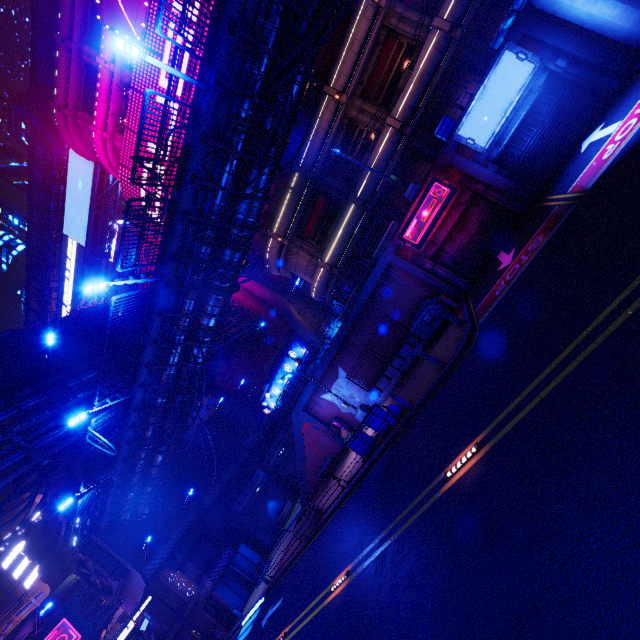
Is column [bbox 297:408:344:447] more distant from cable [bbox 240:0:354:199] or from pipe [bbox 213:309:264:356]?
cable [bbox 240:0:354:199]

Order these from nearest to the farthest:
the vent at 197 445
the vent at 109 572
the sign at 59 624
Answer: the vent at 109 572
the sign at 59 624
the vent at 197 445

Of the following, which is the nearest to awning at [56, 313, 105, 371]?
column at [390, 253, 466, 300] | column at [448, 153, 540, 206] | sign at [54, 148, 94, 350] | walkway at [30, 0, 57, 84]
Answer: walkway at [30, 0, 57, 84]

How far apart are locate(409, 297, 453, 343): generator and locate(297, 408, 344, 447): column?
9.4 meters

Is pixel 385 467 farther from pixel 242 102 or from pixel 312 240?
pixel 312 240

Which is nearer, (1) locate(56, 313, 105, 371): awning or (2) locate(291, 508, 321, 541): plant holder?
(2) locate(291, 508, 321, 541): plant holder

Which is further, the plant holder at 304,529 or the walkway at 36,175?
the walkway at 36,175

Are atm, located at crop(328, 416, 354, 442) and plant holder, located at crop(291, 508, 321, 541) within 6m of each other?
yes
